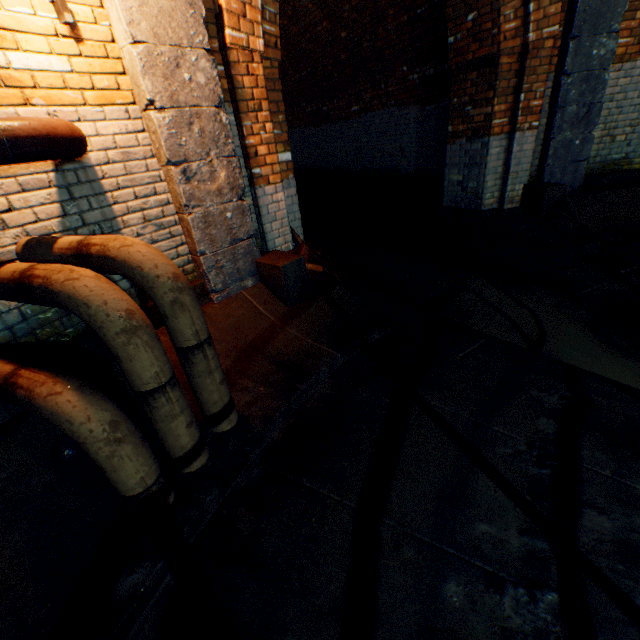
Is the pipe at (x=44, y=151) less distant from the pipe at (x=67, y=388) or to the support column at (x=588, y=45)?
the pipe at (x=67, y=388)

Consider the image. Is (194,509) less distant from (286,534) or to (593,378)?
(286,534)

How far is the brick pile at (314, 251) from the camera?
3.9 meters

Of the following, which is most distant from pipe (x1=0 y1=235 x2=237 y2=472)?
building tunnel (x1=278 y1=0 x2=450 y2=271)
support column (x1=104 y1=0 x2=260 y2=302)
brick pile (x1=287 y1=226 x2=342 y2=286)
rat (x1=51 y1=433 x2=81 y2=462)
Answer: Result: building tunnel (x1=278 y1=0 x2=450 y2=271)

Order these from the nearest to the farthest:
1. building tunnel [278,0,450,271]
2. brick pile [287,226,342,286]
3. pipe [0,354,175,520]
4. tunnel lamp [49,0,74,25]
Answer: pipe [0,354,175,520] < tunnel lamp [49,0,74,25] < brick pile [287,226,342,286] < building tunnel [278,0,450,271]

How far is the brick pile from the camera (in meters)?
3.90

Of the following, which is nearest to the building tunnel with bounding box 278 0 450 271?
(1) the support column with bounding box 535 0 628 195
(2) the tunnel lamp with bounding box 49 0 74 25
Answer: (1) the support column with bounding box 535 0 628 195

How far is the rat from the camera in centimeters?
192cm
